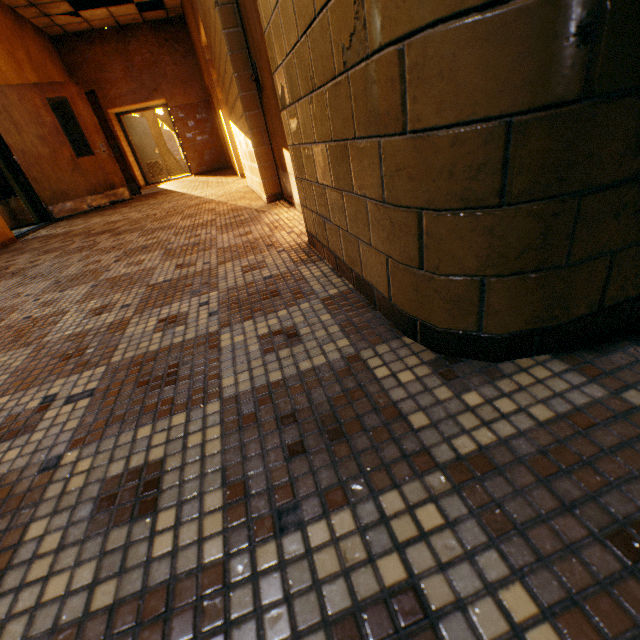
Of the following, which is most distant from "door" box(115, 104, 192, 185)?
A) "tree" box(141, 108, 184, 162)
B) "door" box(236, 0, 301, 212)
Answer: "door" box(236, 0, 301, 212)

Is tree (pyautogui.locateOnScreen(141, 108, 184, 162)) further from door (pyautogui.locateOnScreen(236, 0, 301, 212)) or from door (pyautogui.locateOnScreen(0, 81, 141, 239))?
door (pyautogui.locateOnScreen(236, 0, 301, 212))

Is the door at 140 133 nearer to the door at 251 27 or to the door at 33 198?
the door at 33 198

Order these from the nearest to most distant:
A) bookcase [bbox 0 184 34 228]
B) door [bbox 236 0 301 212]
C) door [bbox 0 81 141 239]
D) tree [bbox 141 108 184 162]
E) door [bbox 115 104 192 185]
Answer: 1. door [bbox 236 0 301 212]
2. door [bbox 0 81 141 239]
3. bookcase [bbox 0 184 34 228]
4. door [bbox 115 104 192 185]
5. tree [bbox 141 108 184 162]

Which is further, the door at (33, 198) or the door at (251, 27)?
the door at (33, 198)

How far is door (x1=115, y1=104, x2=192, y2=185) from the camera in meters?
10.5 m

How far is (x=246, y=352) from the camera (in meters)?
1.05

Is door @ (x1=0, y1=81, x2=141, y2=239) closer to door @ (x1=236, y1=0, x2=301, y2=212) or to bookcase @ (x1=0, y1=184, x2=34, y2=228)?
bookcase @ (x1=0, y1=184, x2=34, y2=228)
